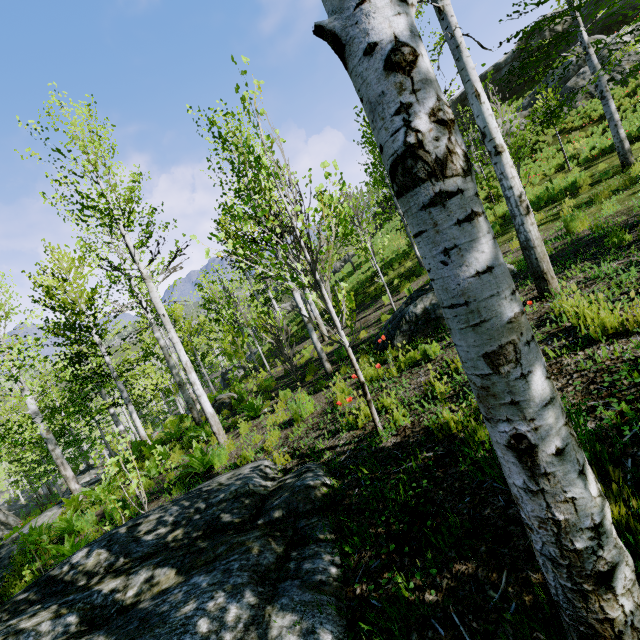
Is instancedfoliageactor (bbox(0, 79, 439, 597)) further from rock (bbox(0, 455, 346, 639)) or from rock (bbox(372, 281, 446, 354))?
rock (bbox(372, 281, 446, 354))

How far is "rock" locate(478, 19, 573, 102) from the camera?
24.7m

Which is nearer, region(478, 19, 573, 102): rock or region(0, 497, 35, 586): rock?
region(0, 497, 35, 586): rock

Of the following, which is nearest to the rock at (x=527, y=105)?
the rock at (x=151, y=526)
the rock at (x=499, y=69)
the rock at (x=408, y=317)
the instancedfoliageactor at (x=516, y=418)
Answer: the rock at (x=499, y=69)

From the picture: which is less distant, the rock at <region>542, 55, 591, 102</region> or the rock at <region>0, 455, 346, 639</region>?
the rock at <region>0, 455, 346, 639</region>

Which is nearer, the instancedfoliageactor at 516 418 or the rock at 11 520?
the instancedfoliageactor at 516 418

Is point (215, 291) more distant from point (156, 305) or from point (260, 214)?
point (260, 214)

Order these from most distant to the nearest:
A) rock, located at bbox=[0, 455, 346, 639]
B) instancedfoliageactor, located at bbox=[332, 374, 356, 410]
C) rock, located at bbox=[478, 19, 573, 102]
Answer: rock, located at bbox=[478, 19, 573, 102], instancedfoliageactor, located at bbox=[332, 374, 356, 410], rock, located at bbox=[0, 455, 346, 639]
